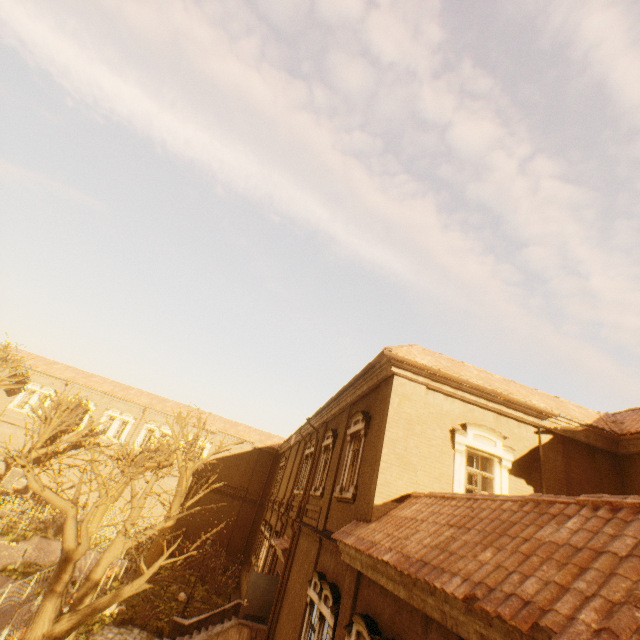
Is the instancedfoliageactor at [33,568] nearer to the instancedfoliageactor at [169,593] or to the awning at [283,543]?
the instancedfoliageactor at [169,593]

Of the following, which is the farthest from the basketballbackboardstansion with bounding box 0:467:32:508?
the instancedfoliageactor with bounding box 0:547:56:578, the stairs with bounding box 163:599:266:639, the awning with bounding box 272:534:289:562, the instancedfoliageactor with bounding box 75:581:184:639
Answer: the awning with bounding box 272:534:289:562

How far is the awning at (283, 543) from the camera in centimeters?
1483cm

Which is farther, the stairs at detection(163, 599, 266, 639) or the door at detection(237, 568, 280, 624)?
the door at detection(237, 568, 280, 624)

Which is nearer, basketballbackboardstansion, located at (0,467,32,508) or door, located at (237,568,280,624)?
door, located at (237,568,280,624)

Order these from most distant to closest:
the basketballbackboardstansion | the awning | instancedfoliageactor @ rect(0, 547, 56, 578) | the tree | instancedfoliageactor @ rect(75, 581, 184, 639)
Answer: the basketballbackboardstansion → instancedfoliageactor @ rect(0, 547, 56, 578) → the awning → instancedfoliageactor @ rect(75, 581, 184, 639) → the tree

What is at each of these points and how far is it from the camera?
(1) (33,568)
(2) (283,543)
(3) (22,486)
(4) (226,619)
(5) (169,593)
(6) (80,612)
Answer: (1) instancedfoliageactor, 16.5m
(2) awning, 15.7m
(3) basketballbackboardstansion, 19.8m
(4) stairs, 15.0m
(5) instancedfoliageactor, 19.4m
(6) tree, 8.0m

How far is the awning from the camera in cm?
1483
